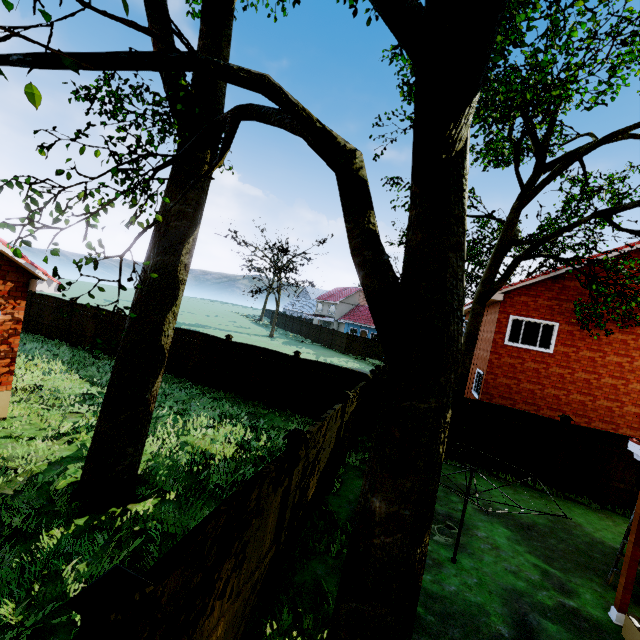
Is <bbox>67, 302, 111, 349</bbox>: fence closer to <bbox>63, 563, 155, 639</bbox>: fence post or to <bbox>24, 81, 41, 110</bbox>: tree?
<bbox>63, 563, 155, 639</bbox>: fence post

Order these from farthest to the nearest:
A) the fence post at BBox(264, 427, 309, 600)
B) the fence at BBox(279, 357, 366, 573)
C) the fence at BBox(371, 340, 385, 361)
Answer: the fence at BBox(371, 340, 385, 361), the fence at BBox(279, 357, 366, 573), the fence post at BBox(264, 427, 309, 600)

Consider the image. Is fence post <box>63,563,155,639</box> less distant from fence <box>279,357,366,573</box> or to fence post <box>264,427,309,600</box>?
fence <box>279,357,366,573</box>

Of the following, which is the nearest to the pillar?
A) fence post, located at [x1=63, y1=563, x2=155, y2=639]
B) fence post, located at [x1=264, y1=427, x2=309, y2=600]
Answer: fence post, located at [x1=264, y1=427, x2=309, y2=600]

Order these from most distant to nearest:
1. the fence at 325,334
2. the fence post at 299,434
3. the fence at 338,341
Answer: the fence at 325,334, the fence at 338,341, the fence post at 299,434

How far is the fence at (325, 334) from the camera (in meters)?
39.94

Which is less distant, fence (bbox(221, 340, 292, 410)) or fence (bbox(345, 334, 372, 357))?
fence (bbox(221, 340, 292, 410))

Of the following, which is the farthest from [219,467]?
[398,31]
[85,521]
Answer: [398,31]
